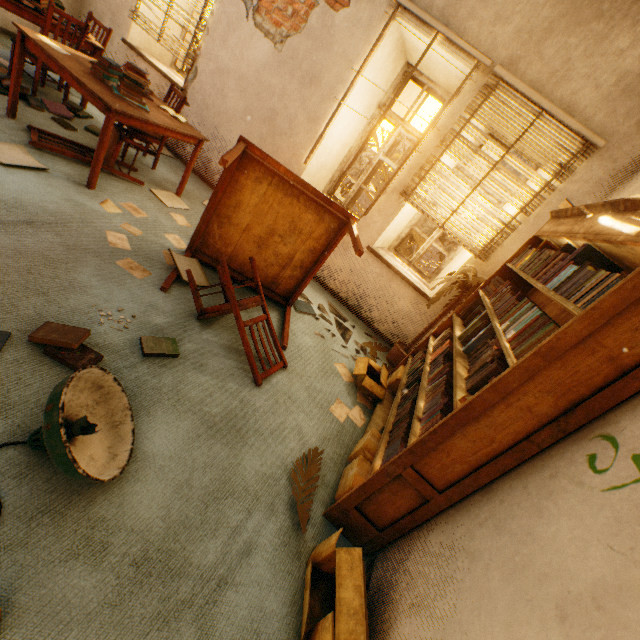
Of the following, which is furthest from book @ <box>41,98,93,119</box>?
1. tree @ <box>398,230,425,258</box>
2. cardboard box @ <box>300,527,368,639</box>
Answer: tree @ <box>398,230,425,258</box>

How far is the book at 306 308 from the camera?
3.6 meters

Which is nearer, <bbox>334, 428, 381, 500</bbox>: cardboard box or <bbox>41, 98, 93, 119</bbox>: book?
<bbox>334, 428, 381, 500</bbox>: cardboard box

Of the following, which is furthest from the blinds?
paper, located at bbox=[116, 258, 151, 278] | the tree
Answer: the tree

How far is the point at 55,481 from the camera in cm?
130

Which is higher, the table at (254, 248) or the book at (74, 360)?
the table at (254, 248)

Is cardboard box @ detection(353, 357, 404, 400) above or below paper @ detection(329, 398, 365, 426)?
above

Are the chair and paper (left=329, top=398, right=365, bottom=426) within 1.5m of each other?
yes
